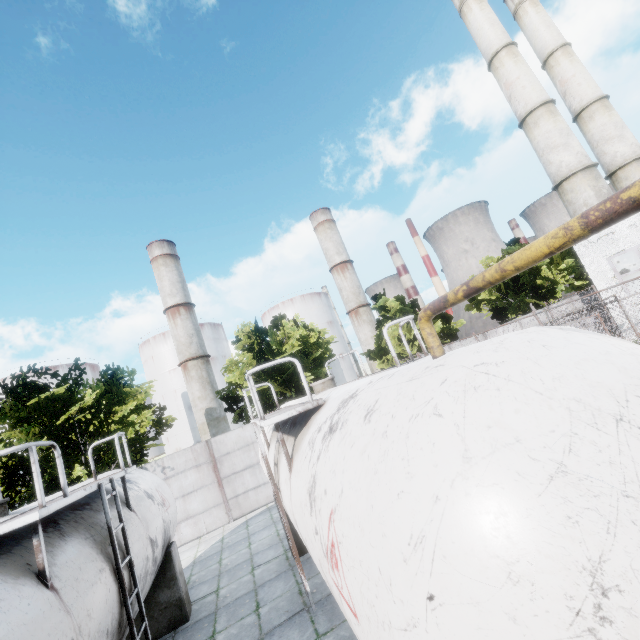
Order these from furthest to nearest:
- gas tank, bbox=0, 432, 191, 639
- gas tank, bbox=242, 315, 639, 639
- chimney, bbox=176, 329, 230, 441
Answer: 1. chimney, bbox=176, 329, 230, 441
2. gas tank, bbox=0, 432, 191, 639
3. gas tank, bbox=242, 315, 639, 639

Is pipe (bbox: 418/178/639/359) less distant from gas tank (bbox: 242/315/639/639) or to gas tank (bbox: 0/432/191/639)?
gas tank (bbox: 242/315/639/639)

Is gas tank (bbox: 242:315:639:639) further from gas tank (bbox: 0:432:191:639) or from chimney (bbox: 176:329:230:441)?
chimney (bbox: 176:329:230:441)

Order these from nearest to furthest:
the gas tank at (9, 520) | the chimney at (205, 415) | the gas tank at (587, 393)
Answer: the gas tank at (587, 393), the gas tank at (9, 520), the chimney at (205, 415)

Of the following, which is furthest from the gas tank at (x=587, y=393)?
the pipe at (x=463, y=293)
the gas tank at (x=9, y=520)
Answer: the gas tank at (x=9, y=520)

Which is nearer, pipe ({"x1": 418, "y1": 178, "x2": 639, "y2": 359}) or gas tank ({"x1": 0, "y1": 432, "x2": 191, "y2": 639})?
pipe ({"x1": 418, "y1": 178, "x2": 639, "y2": 359})

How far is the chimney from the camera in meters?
56.8

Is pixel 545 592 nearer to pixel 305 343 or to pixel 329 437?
pixel 329 437
